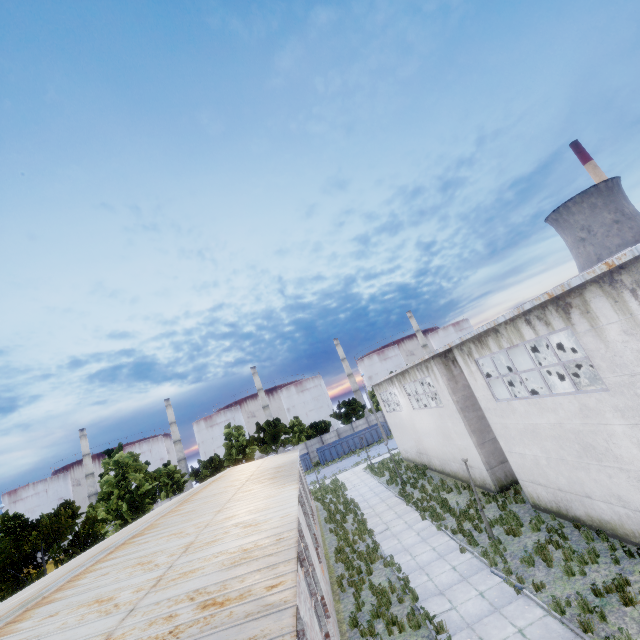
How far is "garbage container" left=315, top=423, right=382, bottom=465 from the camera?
48.7m

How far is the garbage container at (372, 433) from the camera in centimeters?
4866cm

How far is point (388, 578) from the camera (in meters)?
12.67
